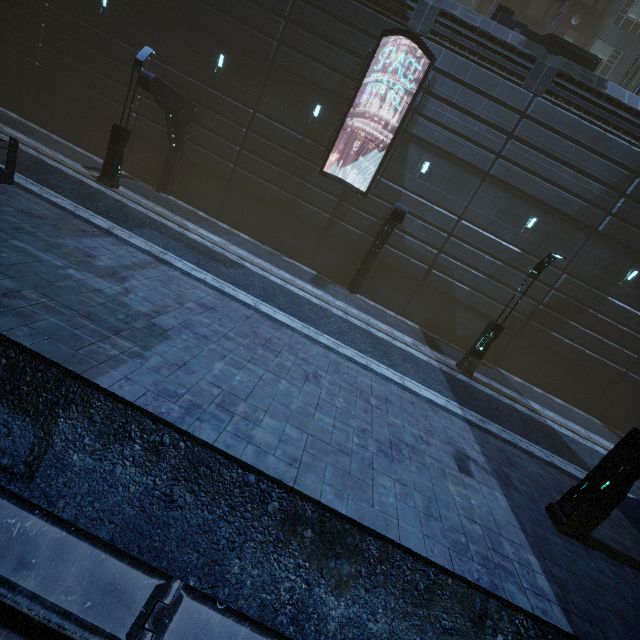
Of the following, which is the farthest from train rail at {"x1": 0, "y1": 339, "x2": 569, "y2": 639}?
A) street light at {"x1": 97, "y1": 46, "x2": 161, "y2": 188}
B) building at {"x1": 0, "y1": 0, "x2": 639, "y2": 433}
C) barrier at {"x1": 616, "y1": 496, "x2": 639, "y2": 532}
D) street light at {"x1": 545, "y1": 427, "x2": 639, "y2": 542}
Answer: street light at {"x1": 97, "y1": 46, "x2": 161, "y2": 188}

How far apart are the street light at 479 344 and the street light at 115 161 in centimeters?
1677cm

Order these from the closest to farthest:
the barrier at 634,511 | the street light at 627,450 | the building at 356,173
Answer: the street light at 627,450 → the barrier at 634,511 → the building at 356,173

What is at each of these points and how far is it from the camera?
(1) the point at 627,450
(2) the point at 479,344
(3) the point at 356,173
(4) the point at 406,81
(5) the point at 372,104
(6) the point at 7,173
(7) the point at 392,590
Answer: (1) street light, 6.0m
(2) street light, 13.5m
(3) building, 16.6m
(4) building, 15.2m
(5) building, 15.6m
(6) building, 8.9m
(7) train rail, 4.3m

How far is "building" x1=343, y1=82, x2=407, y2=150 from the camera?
15.4 meters

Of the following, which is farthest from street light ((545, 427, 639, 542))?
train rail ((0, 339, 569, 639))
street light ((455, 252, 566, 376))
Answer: street light ((455, 252, 566, 376))

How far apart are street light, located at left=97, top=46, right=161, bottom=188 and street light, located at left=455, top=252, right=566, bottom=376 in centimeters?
1677cm
